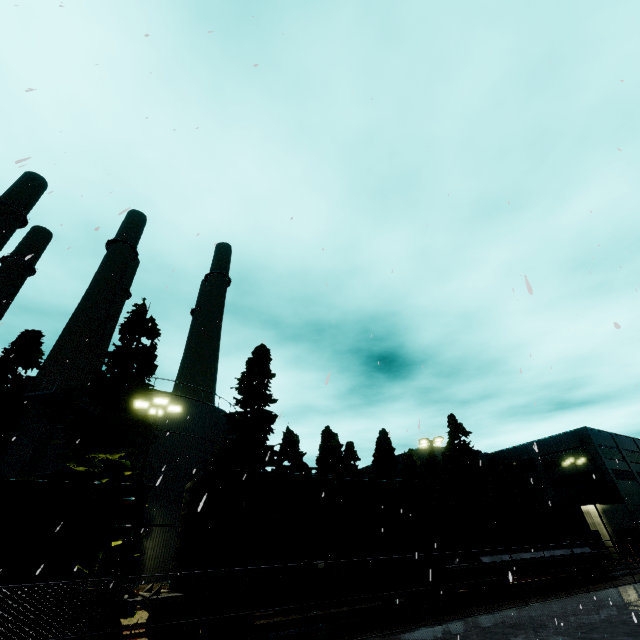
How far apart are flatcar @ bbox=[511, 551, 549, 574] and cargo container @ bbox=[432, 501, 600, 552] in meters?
0.0

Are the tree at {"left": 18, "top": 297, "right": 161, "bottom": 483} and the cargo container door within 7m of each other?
no

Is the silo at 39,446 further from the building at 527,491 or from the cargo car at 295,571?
the building at 527,491

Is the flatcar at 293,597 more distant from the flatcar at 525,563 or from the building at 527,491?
the building at 527,491

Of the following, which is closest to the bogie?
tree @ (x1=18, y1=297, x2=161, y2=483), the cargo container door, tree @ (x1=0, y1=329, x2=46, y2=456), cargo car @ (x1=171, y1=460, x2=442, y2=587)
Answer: the cargo container door

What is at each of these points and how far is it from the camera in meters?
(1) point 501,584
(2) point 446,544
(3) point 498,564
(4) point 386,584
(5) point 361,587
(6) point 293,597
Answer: (1) bogie, 15.8
(2) cargo container door, 16.5
(3) flatcar, 15.8
(4) flatcar, 12.7
(5) flatcar, 12.2
(6) flatcar, 10.9

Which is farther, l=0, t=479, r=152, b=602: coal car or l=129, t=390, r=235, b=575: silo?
l=129, t=390, r=235, b=575: silo

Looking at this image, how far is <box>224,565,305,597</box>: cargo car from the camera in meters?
10.1 m
